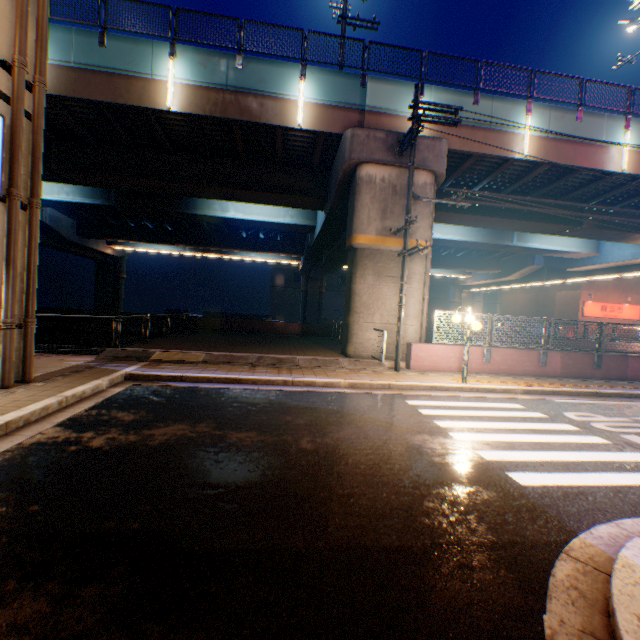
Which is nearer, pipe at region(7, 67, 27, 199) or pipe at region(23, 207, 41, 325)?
pipe at region(7, 67, 27, 199)

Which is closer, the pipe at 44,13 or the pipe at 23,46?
the pipe at 23,46

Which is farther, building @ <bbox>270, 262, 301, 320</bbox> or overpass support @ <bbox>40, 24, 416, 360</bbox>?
building @ <bbox>270, 262, 301, 320</bbox>

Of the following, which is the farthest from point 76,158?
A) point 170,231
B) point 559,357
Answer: point 559,357

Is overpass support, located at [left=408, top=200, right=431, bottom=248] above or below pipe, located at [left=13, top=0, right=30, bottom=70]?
below

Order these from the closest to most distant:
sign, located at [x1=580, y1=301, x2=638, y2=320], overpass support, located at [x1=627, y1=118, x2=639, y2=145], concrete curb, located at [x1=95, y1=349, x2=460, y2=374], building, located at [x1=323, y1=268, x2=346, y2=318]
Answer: concrete curb, located at [x1=95, y1=349, x2=460, y2=374]
overpass support, located at [x1=627, y1=118, x2=639, y2=145]
sign, located at [x1=580, y1=301, x2=638, y2=320]
building, located at [x1=323, y1=268, x2=346, y2=318]

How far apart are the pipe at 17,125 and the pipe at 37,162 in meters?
0.3 m
